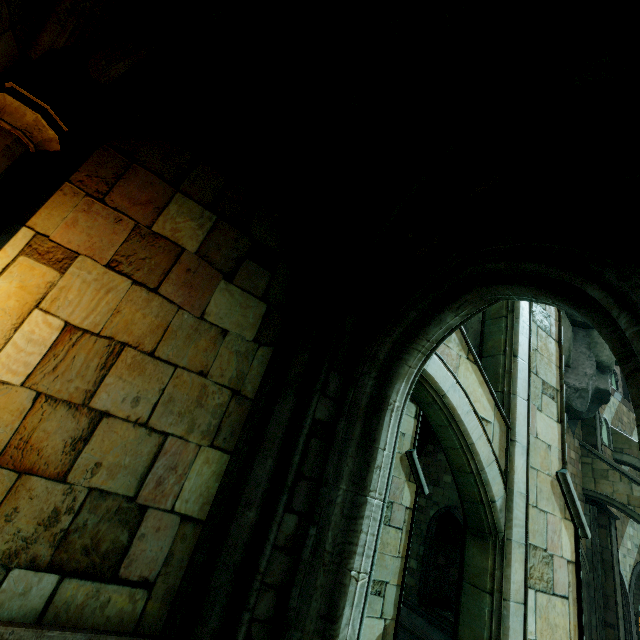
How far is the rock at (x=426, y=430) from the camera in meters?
21.0

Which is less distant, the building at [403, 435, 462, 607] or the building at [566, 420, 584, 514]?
the building at [566, 420, 584, 514]

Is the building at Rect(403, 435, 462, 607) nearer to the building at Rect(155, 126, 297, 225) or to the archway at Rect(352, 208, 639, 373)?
the building at Rect(155, 126, 297, 225)

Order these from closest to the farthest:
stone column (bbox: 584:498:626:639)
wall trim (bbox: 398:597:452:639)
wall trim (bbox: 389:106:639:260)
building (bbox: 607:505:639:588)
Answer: wall trim (bbox: 389:106:639:260), stone column (bbox: 584:498:626:639), wall trim (bbox: 398:597:452:639), building (bbox: 607:505:639:588)

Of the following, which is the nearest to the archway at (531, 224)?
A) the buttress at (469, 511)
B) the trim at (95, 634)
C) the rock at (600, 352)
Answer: the buttress at (469, 511)

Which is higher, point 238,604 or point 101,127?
point 101,127

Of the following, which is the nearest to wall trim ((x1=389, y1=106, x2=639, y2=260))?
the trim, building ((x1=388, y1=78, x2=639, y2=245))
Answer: building ((x1=388, y1=78, x2=639, y2=245))

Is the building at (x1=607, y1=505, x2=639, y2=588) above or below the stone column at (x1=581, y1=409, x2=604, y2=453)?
below
